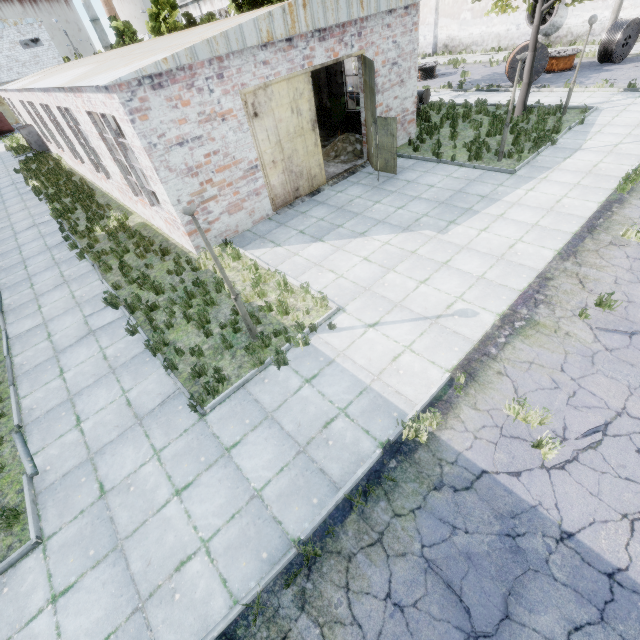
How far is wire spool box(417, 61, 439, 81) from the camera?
24.95m

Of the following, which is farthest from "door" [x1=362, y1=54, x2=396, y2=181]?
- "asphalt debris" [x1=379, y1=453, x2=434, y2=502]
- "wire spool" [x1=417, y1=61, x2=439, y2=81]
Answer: "wire spool" [x1=417, y1=61, x2=439, y2=81]

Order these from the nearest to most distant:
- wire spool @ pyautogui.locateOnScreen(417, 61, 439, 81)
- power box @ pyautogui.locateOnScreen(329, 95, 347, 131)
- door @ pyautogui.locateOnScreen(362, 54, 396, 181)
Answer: door @ pyautogui.locateOnScreen(362, 54, 396, 181) → power box @ pyautogui.locateOnScreen(329, 95, 347, 131) → wire spool @ pyautogui.locateOnScreen(417, 61, 439, 81)

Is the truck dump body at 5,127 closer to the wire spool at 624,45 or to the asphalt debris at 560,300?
the asphalt debris at 560,300

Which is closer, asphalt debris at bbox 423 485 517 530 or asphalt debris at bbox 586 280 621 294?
asphalt debris at bbox 423 485 517 530

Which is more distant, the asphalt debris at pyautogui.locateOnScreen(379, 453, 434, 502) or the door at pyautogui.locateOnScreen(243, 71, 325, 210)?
the door at pyautogui.locateOnScreen(243, 71, 325, 210)

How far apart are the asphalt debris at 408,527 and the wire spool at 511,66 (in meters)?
24.38

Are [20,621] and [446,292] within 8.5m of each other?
no
